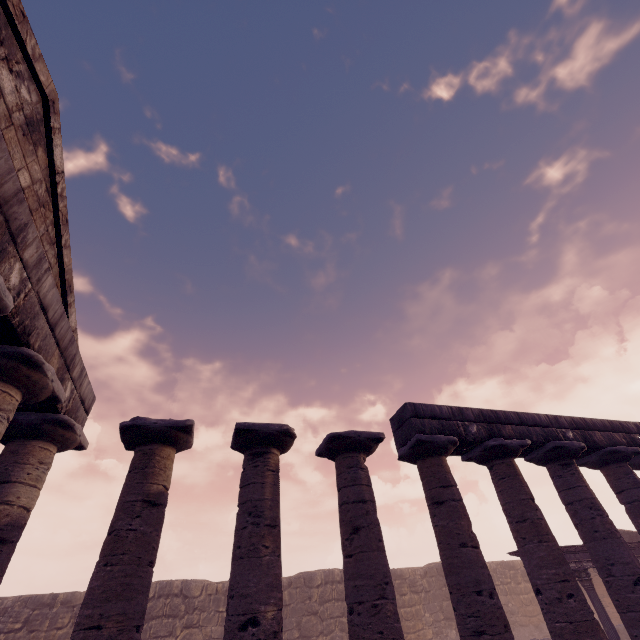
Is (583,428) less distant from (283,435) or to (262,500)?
(283,435)

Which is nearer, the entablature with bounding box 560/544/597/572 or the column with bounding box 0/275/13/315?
the column with bounding box 0/275/13/315

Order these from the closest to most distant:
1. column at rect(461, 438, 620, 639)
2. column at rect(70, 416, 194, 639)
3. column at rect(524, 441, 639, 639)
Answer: column at rect(70, 416, 194, 639) → column at rect(461, 438, 620, 639) → column at rect(524, 441, 639, 639)

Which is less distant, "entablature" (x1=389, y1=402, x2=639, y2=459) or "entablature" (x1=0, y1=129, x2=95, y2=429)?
"entablature" (x1=0, y1=129, x2=95, y2=429)

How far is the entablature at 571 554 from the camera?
11.8 meters

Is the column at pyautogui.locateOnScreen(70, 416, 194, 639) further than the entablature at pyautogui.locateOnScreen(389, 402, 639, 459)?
No

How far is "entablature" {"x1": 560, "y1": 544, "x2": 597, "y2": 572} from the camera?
11.83m

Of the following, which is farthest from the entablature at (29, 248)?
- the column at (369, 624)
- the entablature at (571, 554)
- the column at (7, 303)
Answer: the entablature at (571, 554)
